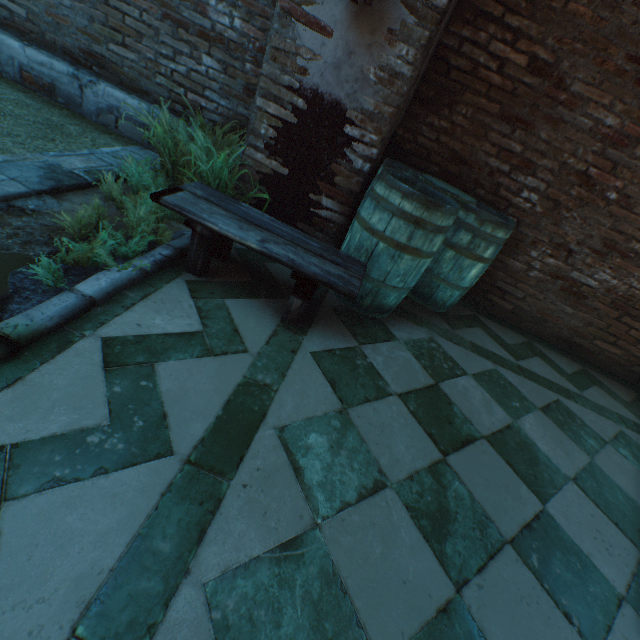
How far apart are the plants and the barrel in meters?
0.7 m

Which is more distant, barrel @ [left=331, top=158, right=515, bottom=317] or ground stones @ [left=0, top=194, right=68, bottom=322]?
barrel @ [left=331, top=158, right=515, bottom=317]

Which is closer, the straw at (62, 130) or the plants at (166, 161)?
the plants at (166, 161)

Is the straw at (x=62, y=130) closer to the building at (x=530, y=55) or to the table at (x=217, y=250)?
the building at (x=530, y=55)

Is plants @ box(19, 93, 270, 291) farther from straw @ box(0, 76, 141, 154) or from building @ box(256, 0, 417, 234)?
straw @ box(0, 76, 141, 154)

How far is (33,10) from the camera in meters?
3.3

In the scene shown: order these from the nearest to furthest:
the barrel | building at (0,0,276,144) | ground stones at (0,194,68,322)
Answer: ground stones at (0,194,68,322)
the barrel
building at (0,0,276,144)

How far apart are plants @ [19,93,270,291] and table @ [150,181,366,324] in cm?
13
